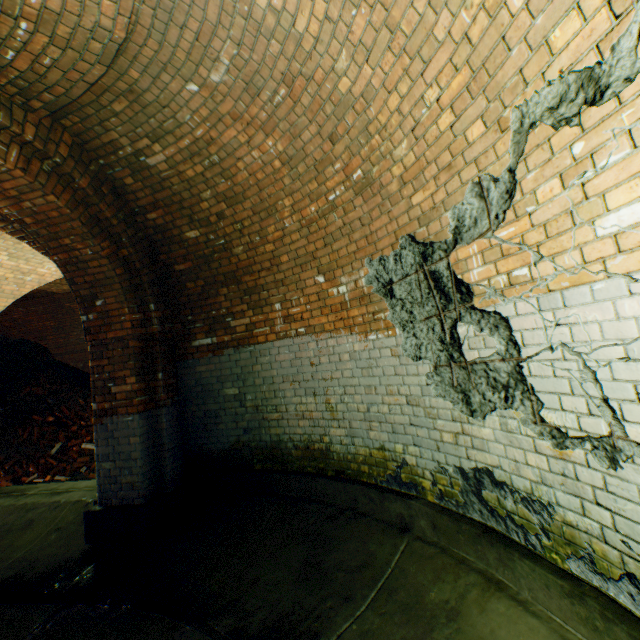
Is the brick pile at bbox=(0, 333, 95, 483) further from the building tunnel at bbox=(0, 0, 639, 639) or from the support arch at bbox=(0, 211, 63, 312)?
the support arch at bbox=(0, 211, 63, 312)

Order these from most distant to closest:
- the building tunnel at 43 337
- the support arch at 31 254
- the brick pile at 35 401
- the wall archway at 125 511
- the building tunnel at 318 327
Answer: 1. the building tunnel at 43 337
2. the brick pile at 35 401
3. the support arch at 31 254
4. the wall archway at 125 511
5. the building tunnel at 318 327

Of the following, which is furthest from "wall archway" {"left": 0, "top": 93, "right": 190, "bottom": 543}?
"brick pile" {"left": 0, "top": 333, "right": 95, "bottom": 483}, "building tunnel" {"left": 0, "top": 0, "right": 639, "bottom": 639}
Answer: "brick pile" {"left": 0, "top": 333, "right": 95, "bottom": 483}

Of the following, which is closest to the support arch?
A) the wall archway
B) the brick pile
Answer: the wall archway

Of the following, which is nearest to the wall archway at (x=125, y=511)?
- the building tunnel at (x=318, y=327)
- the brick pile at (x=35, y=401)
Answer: Answer: the building tunnel at (x=318, y=327)

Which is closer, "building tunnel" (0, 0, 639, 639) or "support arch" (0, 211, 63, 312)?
"building tunnel" (0, 0, 639, 639)

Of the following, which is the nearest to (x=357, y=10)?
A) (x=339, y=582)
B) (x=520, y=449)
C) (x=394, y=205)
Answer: (x=394, y=205)
